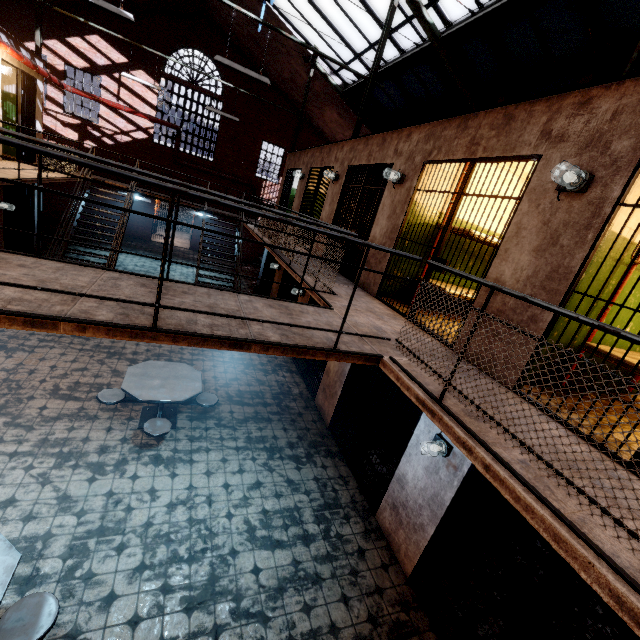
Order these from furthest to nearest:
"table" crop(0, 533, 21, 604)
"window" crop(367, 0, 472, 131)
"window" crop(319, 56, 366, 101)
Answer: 1. "window" crop(319, 56, 366, 101)
2. "window" crop(367, 0, 472, 131)
3. "table" crop(0, 533, 21, 604)

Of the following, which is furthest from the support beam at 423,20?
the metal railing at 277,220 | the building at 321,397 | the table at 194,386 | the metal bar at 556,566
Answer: the table at 194,386

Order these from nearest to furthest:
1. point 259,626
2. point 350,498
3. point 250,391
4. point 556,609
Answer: point 259,626 → point 556,609 → point 350,498 → point 250,391

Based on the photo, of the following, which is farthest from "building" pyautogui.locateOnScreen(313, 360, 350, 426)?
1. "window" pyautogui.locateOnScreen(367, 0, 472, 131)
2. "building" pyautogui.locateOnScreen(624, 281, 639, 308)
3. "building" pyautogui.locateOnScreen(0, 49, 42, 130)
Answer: "building" pyautogui.locateOnScreen(0, 49, 42, 130)

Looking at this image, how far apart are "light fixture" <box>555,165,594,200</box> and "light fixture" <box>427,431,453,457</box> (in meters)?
2.92

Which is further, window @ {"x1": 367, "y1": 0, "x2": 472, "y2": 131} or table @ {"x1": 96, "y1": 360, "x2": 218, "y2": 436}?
window @ {"x1": 367, "y1": 0, "x2": 472, "y2": 131}

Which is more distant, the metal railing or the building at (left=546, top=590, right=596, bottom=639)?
the building at (left=546, top=590, right=596, bottom=639)

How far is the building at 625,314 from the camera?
3.8m
